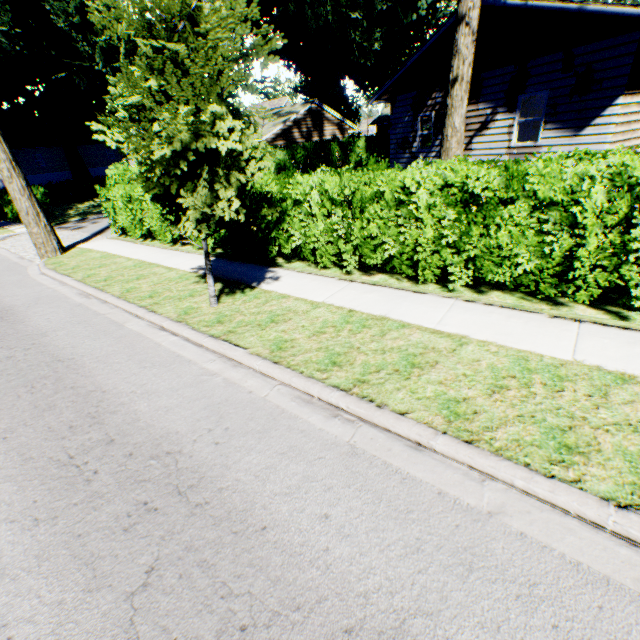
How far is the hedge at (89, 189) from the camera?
12.2m

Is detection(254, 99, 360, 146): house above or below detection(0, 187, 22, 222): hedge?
above

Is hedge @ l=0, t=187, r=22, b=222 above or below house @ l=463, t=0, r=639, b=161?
below

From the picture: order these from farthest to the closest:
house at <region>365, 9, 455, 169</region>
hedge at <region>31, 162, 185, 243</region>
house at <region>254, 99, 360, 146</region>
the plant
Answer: house at <region>254, 99, 360, 146</region>
house at <region>365, 9, 455, 169</region>
hedge at <region>31, 162, 185, 243</region>
the plant

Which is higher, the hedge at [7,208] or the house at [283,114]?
the house at [283,114]

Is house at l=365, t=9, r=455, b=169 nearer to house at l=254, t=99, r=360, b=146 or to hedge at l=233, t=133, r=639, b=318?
hedge at l=233, t=133, r=639, b=318

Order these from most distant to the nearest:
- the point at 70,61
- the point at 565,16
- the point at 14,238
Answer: the point at 70,61 < the point at 14,238 < the point at 565,16
